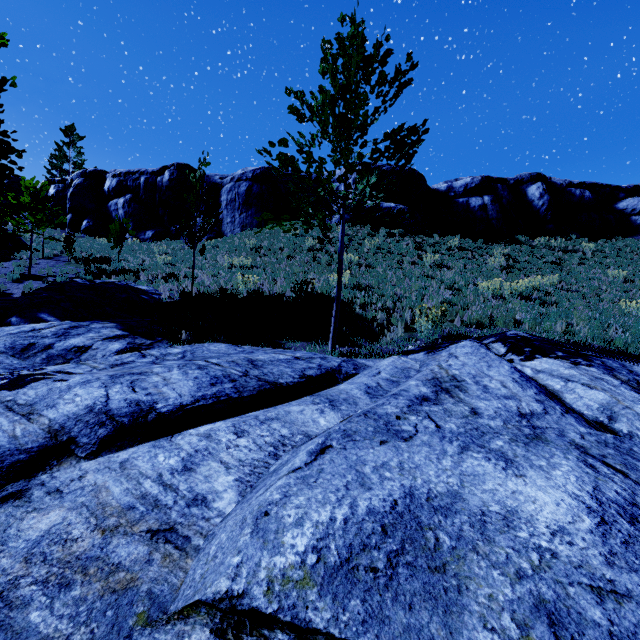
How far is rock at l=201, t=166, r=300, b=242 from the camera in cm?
2550

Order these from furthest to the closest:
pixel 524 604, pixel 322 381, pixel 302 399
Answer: Answer: pixel 322 381 → pixel 302 399 → pixel 524 604

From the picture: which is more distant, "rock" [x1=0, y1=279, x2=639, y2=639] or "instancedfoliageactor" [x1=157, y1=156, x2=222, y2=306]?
"instancedfoliageactor" [x1=157, y1=156, x2=222, y2=306]

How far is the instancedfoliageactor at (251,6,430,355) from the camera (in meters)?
5.36

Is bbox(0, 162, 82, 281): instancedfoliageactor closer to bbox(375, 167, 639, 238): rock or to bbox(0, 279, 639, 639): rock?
bbox(0, 279, 639, 639): rock

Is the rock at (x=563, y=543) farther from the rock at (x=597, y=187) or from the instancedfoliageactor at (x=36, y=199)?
the rock at (x=597, y=187)

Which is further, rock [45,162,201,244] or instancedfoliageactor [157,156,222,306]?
rock [45,162,201,244]

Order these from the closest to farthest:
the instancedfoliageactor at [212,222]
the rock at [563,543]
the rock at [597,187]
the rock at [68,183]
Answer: the rock at [563,543] < the instancedfoliageactor at [212,222] < the rock at [597,187] < the rock at [68,183]
